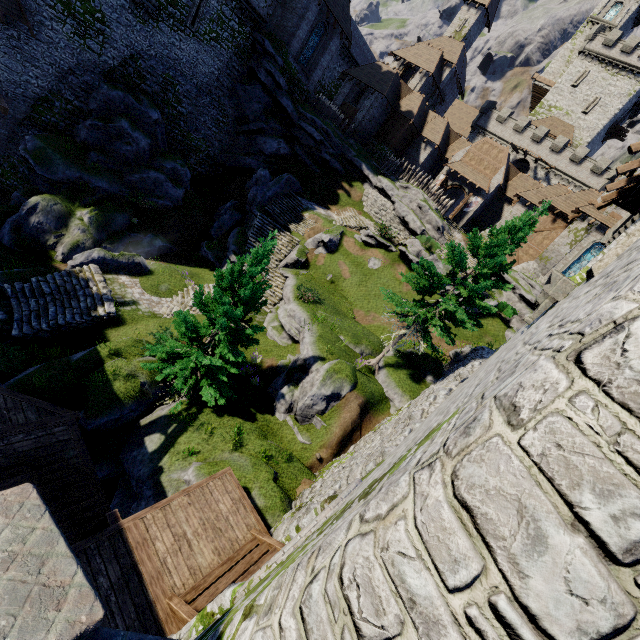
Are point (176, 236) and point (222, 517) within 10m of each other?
no

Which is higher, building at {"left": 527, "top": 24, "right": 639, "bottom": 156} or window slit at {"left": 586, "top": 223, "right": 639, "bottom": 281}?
building at {"left": 527, "top": 24, "right": 639, "bottom": 156}

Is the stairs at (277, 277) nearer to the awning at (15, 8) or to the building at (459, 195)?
the awning at (15, 8)

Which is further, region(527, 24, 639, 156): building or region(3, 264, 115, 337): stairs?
region(527, 24, 639, 156): building

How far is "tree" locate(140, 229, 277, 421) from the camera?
11.6 meters

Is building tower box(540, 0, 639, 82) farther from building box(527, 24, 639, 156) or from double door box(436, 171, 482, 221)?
double door box(436, 171, 482, 221)

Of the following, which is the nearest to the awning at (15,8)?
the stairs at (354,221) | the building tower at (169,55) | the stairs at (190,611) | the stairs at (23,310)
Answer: the building tower at (169,55)

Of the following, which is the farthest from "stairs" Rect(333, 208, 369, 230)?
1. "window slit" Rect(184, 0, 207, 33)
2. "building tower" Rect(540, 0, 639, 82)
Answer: "building tower" Rect(540, 0, 639, 82)
